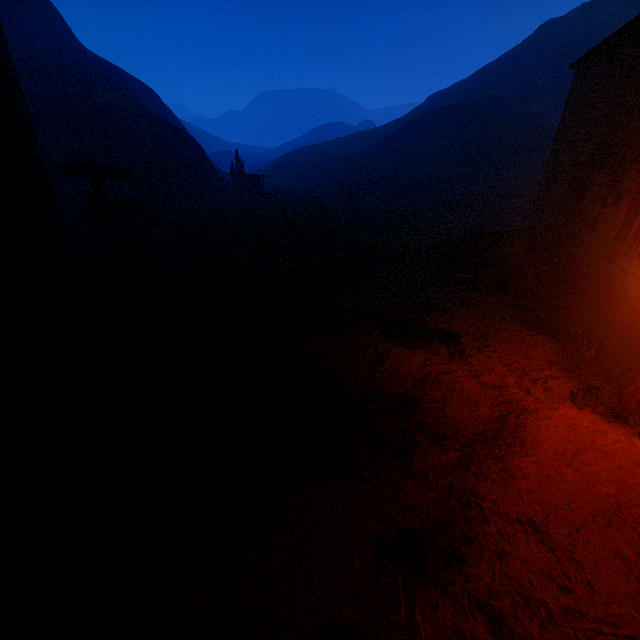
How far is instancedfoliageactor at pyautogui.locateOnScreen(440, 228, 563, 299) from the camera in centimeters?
955cm

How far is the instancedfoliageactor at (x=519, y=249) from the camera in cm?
955

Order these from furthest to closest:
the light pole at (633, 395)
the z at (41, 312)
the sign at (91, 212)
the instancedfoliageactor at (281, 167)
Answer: the instancedfoliageactor at (281, 167) < the sign at (91, 212) < the light pole at (633, 395) < the z at (41, 312)

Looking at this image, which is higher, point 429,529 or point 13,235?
point 13,235

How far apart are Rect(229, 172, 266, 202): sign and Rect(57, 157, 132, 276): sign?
19.22m

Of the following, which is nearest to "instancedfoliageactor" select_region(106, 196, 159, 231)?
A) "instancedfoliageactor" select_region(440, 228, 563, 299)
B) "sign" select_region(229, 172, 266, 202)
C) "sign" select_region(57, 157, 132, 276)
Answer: "sign" select_region(57, 157, 132, 276)

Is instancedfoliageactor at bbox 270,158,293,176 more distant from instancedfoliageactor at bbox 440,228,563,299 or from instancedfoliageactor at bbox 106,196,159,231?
instancedfoliageactor at bbox 440,228,563,299

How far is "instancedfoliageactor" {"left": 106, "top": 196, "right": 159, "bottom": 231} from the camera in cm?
1529
